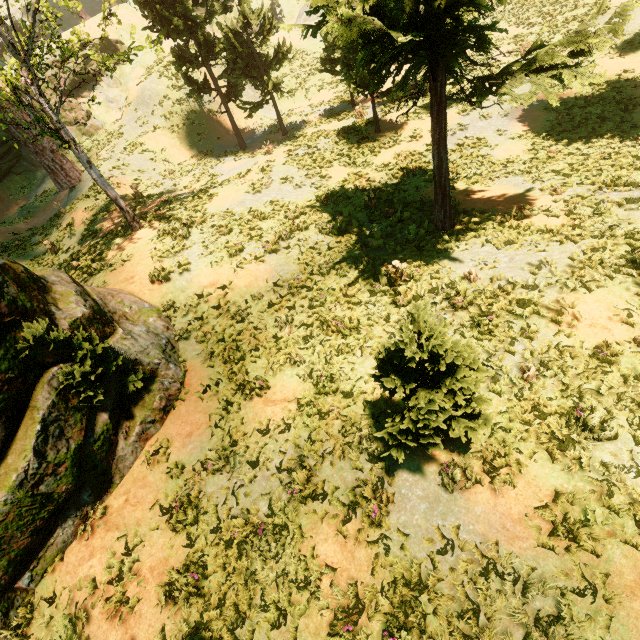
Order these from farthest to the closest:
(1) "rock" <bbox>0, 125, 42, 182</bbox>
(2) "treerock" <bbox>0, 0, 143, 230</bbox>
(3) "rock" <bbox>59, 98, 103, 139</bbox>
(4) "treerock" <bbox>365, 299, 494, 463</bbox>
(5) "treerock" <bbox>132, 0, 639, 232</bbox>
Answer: (3) "rock" <bbox>59, 98, 103, 139</bbox> → (1) "rock" <bbox>0, 125, 42, 182</bbox> → (2) "treerock" <bbox>0, 0, 143, 230</bbox> → (5) "treerock" <bbox>132, 0, 639, 232</bbox> → (4) "treerock" <bbox>365, 299, 494, 463</bbox>

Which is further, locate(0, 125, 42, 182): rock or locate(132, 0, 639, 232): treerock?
locate(0, 125, 42, 182): rock

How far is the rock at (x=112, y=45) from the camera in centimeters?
2870cm

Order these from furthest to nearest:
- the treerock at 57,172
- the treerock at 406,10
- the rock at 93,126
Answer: the rock at 93,126, the treerock at 57,172, the treerock at 406,10

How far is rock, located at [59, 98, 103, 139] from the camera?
28.5 meters

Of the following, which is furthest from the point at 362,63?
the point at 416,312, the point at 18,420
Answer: the point at 18,420

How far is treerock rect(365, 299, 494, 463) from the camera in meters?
4.1
